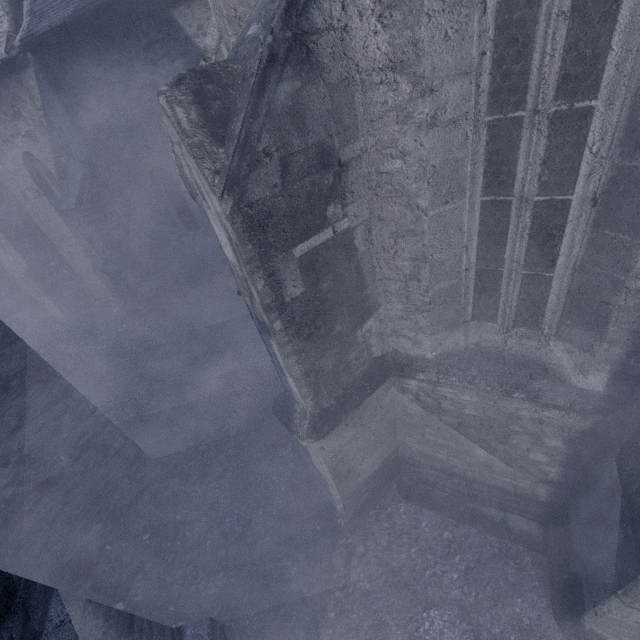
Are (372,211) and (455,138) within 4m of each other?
yes
